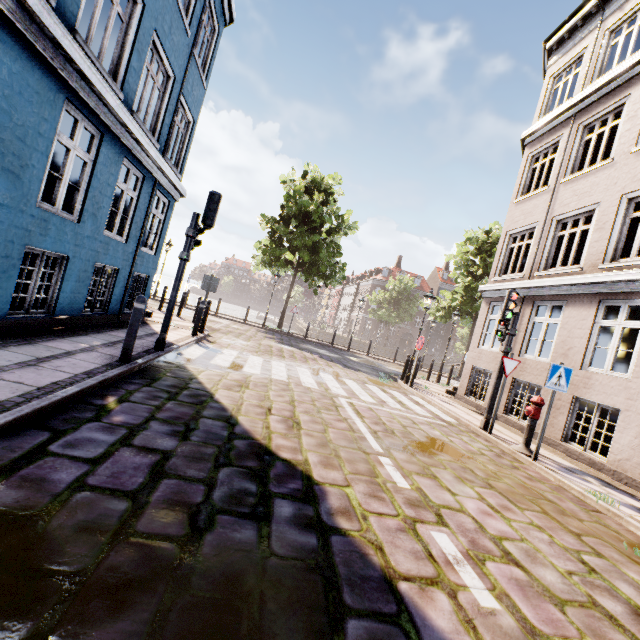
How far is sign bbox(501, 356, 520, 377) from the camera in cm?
747

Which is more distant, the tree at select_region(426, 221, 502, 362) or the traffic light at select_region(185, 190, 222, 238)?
the tree at select_region(426, 221, 502, 362)

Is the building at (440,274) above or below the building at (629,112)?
above

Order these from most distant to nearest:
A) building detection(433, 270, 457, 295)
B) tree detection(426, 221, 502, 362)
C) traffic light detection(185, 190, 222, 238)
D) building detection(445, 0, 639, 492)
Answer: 1. building detection(433, 270, 457, 295)
2. tree detection(426, 221, 502, 362)
3. building detection(445, 0, 639, 492)
4. traffic light detection(185, 190, 222, 238)

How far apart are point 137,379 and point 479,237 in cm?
2452

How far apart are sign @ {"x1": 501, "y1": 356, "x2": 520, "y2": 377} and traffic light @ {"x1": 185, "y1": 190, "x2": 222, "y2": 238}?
7.1m

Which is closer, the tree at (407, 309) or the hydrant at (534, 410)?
the hydrant at (534, 410)

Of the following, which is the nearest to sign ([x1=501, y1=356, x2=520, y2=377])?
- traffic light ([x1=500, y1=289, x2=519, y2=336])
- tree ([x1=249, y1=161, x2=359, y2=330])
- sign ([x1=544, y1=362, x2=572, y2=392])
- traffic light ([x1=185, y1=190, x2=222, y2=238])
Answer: traffic light ([x1=500, y1=289, x2=519, y2=336])
